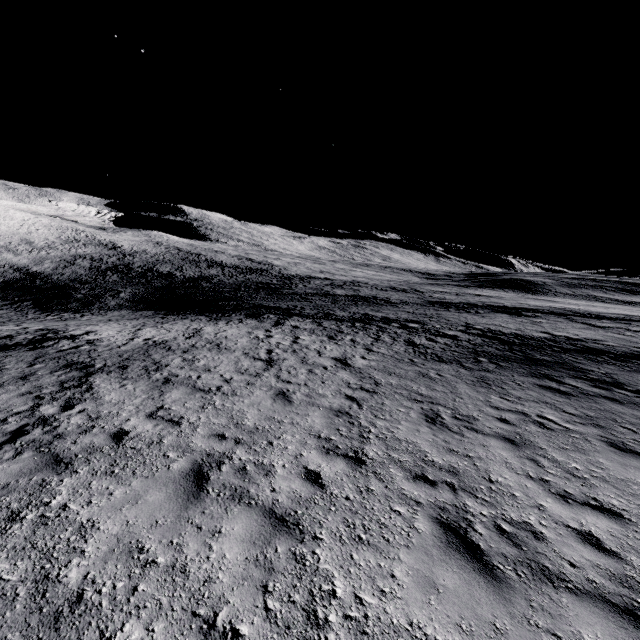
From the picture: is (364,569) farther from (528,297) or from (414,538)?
(528,297)
